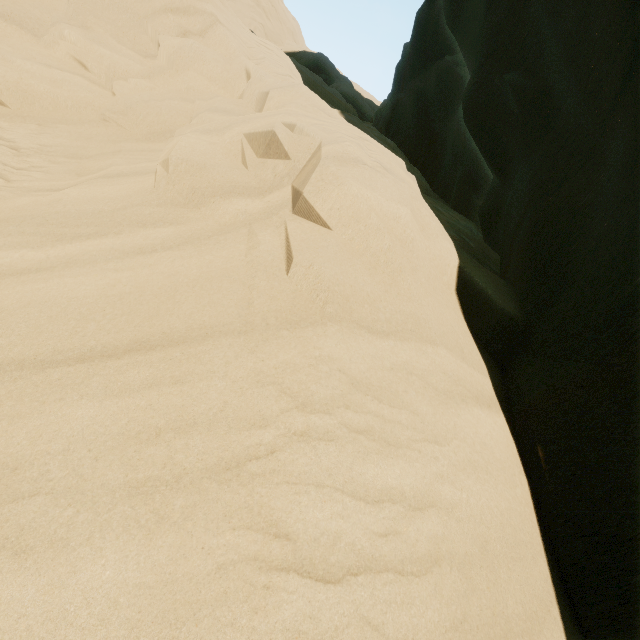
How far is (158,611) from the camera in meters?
1.2 m
